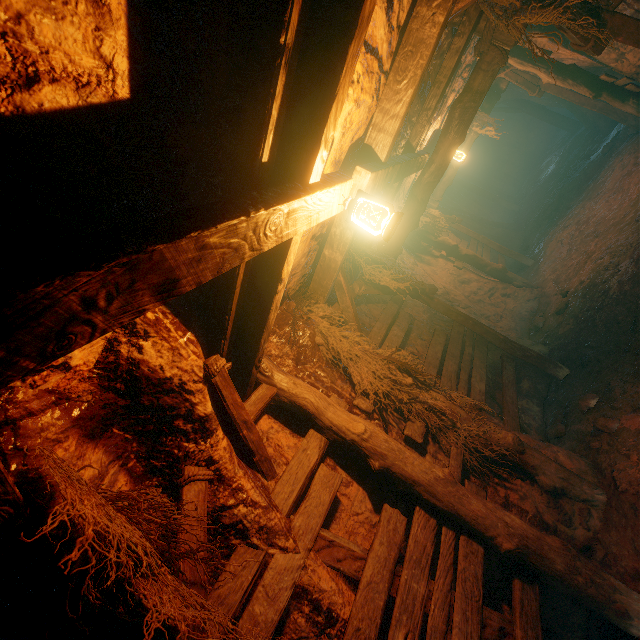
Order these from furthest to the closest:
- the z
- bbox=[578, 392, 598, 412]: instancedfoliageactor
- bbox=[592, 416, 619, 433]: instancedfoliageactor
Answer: bbox=[578, 392, 598, 412]: instancedfoliageactor < bbox=[592, 416, 619, 433]: instancedfoliageactor < the z

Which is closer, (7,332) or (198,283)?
(7,332)

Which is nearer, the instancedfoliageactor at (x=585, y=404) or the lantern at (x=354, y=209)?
the lantern at (x=354, y=209)

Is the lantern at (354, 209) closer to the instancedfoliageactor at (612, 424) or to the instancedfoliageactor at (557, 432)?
the instancedfoliageactor at (612, 424)

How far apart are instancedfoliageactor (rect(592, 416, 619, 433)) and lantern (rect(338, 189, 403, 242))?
4.1 meters

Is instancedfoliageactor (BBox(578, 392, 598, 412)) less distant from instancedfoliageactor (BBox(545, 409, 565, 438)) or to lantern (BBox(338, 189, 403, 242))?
instancedfoliageactor (BBox(545, 409, 565, 438))

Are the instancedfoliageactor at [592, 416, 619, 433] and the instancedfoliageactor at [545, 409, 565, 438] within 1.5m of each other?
yes

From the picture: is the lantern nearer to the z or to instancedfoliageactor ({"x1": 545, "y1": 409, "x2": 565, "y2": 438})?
the z
